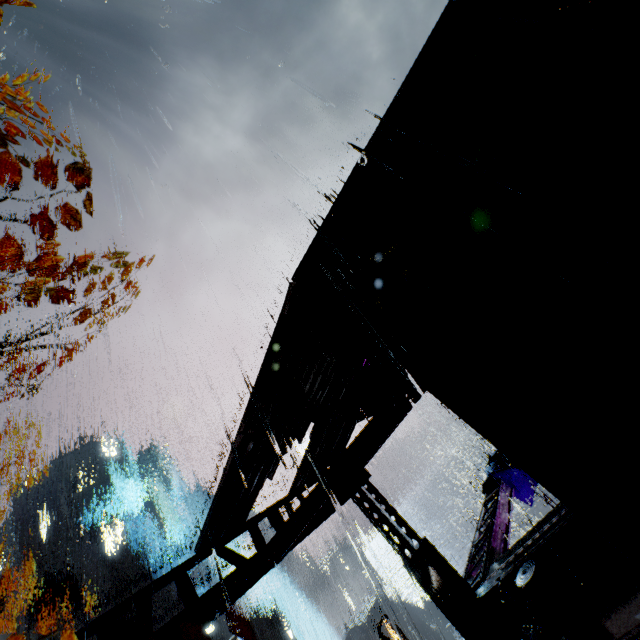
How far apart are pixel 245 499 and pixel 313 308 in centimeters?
531cm

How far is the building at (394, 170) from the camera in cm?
547

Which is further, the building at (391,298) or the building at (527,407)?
the building at (391,298)

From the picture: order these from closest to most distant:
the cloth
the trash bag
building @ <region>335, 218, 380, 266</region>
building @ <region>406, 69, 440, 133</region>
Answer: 1. building @ <region>406, 69, 440, 133</region>
2. building @ <region>335, 218, 380, 266</region>
3. the trash bag
4. the cloth

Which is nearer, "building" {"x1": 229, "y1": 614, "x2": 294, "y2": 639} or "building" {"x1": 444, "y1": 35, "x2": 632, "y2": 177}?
"building" {"x1": 444, "y1": 35, "x2": 632, "y2": 177}

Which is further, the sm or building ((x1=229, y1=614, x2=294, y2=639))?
building ((x1=229, y1=614, x2=294, y2=639))

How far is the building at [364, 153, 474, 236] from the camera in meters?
5.5 m

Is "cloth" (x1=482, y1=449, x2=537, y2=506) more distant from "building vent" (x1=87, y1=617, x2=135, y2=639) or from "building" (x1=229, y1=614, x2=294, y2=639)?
"building vent" (x1=87, y1=617, x2=135, y2=639)
